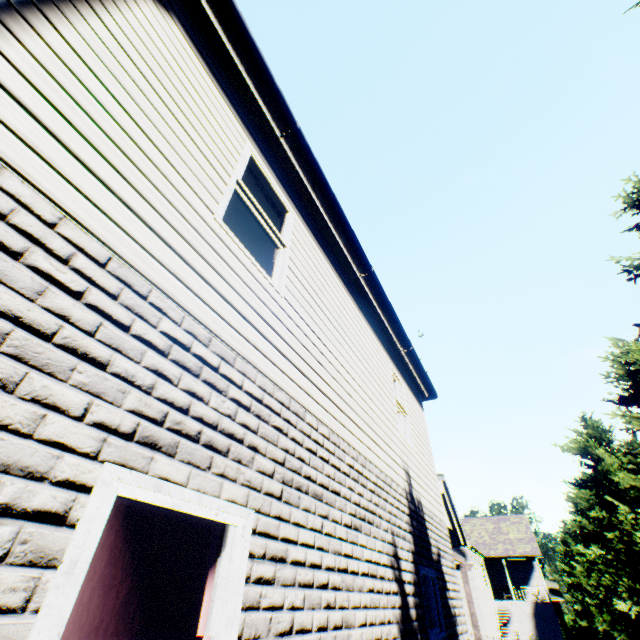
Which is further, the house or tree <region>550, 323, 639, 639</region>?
the house

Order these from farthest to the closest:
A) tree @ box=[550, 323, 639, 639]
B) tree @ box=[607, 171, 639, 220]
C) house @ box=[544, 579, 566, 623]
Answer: house @ box=[544, 579, 566, 623], tree @ box=[550, 323, 639, 639], tree @ box=[607, 171, 639, 220]

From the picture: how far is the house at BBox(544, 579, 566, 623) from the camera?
41.8 meters

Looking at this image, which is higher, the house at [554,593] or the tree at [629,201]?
the tree at [629,201]

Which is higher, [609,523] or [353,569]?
[609,523]

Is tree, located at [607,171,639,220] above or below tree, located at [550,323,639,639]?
above

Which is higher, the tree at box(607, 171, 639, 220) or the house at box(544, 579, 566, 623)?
the tree at box(607, 171, 639, 220)

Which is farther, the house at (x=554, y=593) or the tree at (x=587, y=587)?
the house at (x=554, y=593)
